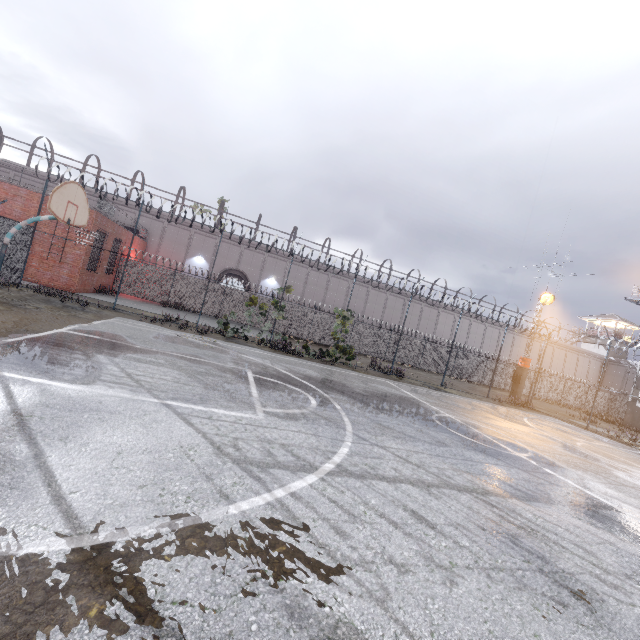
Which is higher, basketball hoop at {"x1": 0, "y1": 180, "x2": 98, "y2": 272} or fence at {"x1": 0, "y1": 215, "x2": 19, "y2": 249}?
basketball hoop at {"x1": 0, "y1": 180, "x2": 98, "y2": 272}

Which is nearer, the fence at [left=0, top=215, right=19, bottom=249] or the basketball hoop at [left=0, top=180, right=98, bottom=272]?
the basketball hoop at [left=0, top=180, right=98, bottom=272]

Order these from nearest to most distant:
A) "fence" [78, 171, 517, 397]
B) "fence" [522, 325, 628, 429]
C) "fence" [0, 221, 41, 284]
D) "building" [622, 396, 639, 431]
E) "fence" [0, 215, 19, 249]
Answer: "fence" [0, 215, 19, 249]
"fence" [0, 221, 41, 284]
"fence" [78, 171, 517, 397]
"fence" [522, 325, 628, 429]
"building" [622, 396, 639, 431]

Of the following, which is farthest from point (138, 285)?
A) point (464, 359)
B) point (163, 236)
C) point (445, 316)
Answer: point (445, 316)

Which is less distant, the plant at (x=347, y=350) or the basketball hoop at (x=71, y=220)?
the basketball hoop at (x=71, y=220)

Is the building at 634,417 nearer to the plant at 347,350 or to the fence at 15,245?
the fence at 15,245

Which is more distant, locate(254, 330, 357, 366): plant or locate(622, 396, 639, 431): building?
locate(622, 396, 639, 431): building
